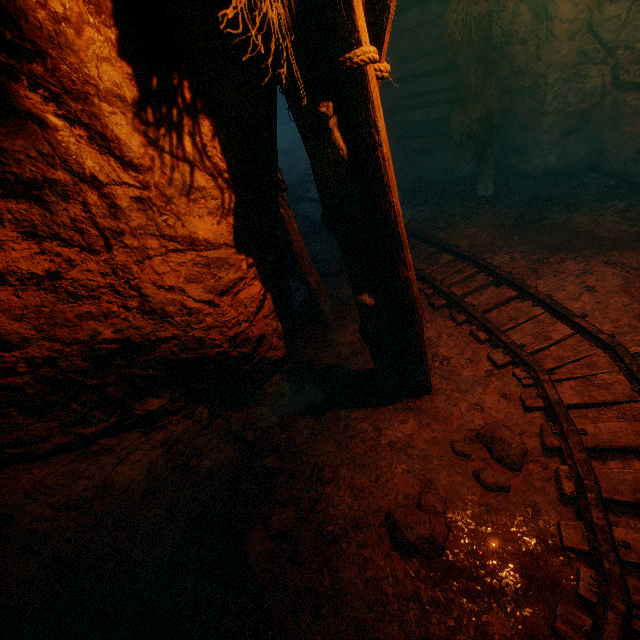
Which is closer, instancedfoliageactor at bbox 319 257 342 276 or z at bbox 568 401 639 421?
z at bbox 568 401 639 421

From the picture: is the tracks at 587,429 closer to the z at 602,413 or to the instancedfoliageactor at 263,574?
the z at 602,413

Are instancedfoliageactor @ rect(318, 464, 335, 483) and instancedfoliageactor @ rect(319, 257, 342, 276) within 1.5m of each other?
no

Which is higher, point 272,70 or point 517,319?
point 272,70

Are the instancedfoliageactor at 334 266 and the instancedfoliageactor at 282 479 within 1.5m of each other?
no

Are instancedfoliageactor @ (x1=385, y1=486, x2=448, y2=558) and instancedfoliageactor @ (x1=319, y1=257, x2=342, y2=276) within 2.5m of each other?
no

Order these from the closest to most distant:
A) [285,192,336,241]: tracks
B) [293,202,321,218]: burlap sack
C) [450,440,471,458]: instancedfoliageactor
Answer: [450,440,471,458]: instancedfoliageactor, [285,192,336,241]: tracks, [293,202,321,218]: burlap sack
